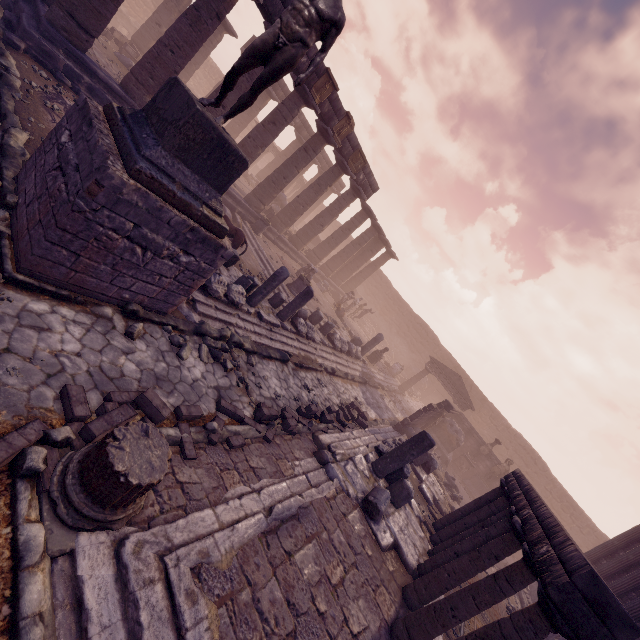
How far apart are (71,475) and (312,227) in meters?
18.9 m

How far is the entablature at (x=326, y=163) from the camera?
28.5m

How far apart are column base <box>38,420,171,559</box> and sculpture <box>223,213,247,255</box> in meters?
7.7 m

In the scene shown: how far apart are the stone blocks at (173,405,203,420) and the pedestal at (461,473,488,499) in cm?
2022

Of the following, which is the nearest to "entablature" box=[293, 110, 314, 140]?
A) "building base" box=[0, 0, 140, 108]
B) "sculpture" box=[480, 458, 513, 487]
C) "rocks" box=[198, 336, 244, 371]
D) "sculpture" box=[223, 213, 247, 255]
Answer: "building base" box=[0, 0, 140, 108]

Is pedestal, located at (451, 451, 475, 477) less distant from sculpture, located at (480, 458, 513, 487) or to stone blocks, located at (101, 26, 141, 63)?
sculpture, located at (480, 458, 513, 487)

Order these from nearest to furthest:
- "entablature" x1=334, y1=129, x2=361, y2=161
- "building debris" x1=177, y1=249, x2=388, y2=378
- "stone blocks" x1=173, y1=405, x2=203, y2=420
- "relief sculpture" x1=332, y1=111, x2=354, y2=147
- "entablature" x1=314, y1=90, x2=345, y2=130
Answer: "stone blocks" x1=173, y1=405, x2=203, y2=420 < "building debris" x1=177, y1=249, x2=388, y2=378 < "entablature" x1=314, y1=90, x2=345, y2=130 < "relief sculpture" x1=332, y1=111, x2=354, y2=147 < "entablature" x1=334, y1=129, x2=361, y2=161

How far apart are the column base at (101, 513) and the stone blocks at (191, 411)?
1.00m
